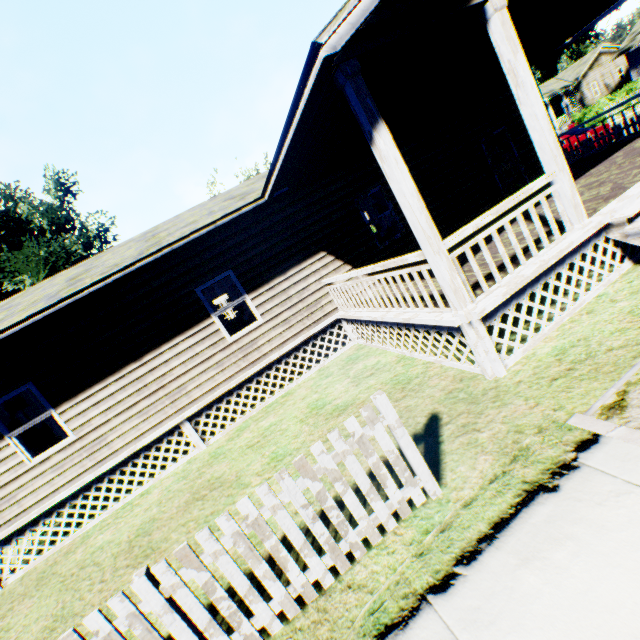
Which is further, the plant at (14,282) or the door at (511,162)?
the plant at (14,282)

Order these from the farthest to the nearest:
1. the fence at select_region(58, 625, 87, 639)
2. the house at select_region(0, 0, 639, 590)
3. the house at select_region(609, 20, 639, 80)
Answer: the house at select_region(609, 20, 639, 80) < the house at select_region(0, 0, 639, 590) < the fence at select_region(58, 625, 87, 639)

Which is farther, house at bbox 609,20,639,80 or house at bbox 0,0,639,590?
house at bbox 609,20,639,80

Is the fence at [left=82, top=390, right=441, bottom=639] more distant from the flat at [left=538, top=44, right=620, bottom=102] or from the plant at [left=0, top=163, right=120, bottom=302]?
the flat at [left=538, top=44, right=620, bottom=102]

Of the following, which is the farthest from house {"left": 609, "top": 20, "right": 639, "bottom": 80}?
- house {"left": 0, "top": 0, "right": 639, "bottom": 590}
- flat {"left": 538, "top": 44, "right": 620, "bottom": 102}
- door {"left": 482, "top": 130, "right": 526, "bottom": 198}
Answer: door {"left": 482, "top": 130, "right": 526, "bottom": 198}

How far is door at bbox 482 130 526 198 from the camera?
10.52m

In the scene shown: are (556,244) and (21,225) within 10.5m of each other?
no

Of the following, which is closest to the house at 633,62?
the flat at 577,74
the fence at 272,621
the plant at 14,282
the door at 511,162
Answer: the flat at 577,74
